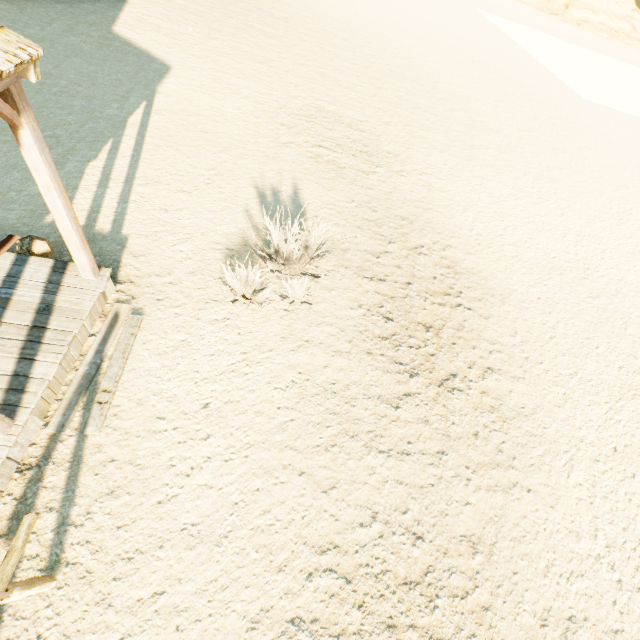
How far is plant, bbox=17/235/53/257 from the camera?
5.0 meters

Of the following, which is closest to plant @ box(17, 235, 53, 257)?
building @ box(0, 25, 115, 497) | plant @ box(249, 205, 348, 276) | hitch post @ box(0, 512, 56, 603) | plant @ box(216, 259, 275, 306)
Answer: building @ box(0, 25, 115, 497)

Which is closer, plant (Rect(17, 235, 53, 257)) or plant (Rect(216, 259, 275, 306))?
plant (Rect(17, 235, 53, 257))

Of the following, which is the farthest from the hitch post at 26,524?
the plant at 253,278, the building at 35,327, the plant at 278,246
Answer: the plant at 278,246

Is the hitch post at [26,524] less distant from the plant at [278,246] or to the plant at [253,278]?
the plant at [253,278]

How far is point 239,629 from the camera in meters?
3.4

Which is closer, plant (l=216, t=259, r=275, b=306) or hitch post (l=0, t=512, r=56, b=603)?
hitch post (l=0, t=512, r=56, b=603)

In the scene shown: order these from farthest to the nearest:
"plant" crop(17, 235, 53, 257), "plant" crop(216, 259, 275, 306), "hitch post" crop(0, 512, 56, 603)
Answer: "plant" crop(216, 259, 275, 306) → "plant" crop(17, 235, 53, 257) → "hitch post" crop(0, 512, 56, 603)
